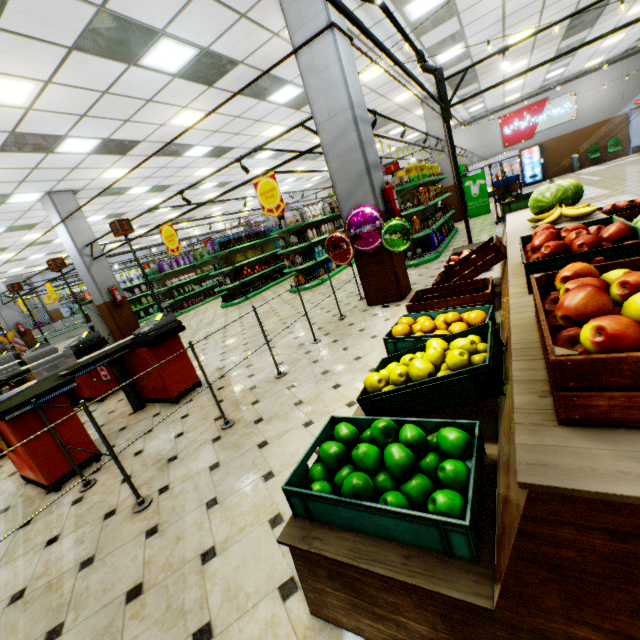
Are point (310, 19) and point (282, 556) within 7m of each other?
yes

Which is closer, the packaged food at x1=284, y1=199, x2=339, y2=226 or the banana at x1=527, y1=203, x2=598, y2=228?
the banana at x1=527, y1=203, x2=598, y2=228

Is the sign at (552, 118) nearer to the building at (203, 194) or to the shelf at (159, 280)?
the building at (203, 194)

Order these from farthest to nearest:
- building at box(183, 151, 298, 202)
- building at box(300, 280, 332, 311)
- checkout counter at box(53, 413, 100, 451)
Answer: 1. building at box(183, 151, 298, 202)
2. building at box(300, 280, 332, 311)
3. checkout counter at box(53, 413, 100, 451)

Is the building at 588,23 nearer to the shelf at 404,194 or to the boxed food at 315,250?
the shelf at 404,194

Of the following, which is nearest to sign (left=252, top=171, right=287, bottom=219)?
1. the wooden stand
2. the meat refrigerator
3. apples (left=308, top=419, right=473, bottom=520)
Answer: the wooden stand

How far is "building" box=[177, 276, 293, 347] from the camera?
8.7 meters

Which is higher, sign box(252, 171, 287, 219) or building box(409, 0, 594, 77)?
building box(409, 0, 594, 77)
